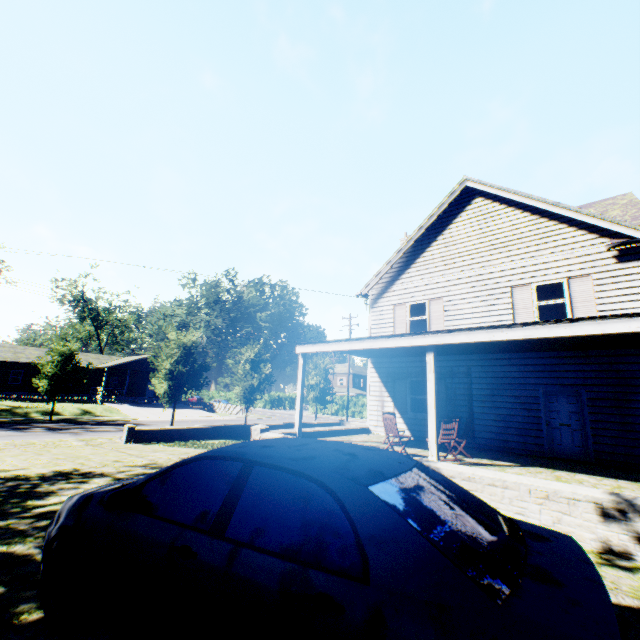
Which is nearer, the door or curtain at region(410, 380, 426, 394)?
the door

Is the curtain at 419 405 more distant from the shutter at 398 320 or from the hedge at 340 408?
the hedge at 340 408

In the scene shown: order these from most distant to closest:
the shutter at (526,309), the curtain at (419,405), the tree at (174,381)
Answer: the tree at (174,381) < the curtain at (419,405) < the shutter at (526,309)

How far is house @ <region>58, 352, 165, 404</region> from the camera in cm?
3988

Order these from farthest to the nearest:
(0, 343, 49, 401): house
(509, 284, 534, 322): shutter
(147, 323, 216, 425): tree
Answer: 1. (0, 343, 49, 401): house
2. (147, 323, 216, 425): tree
3. (509, 284, 534, 322): shutter

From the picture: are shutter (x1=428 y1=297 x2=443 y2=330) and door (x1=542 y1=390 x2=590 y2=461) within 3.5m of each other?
no

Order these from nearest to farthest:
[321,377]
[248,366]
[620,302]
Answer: [620,302] < [248,366] < [321,377]

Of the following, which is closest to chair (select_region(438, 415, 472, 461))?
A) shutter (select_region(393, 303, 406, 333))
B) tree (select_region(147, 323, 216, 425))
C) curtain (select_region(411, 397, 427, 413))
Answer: curtain (select_region(411, 397, 427, 413))
